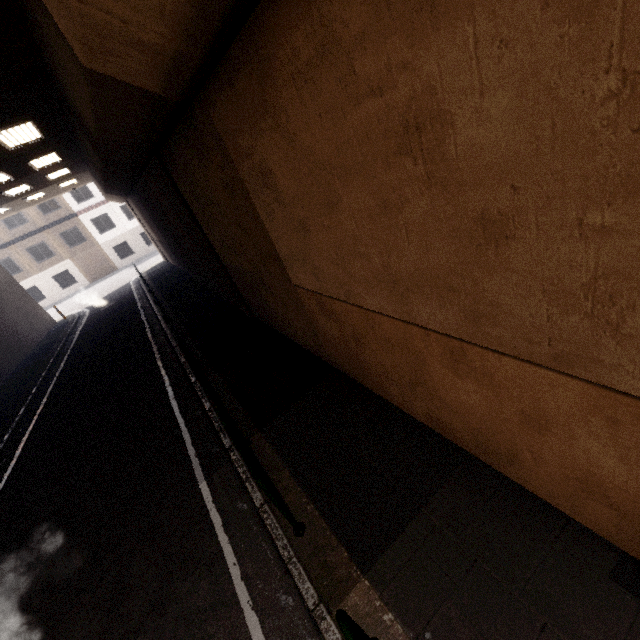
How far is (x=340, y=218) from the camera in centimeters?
336cm

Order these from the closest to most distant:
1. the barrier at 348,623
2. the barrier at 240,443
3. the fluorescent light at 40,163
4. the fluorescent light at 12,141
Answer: the barrier at 348,623, the barrier at 240,443, the fluorescent light at 12,141, the fluorescent light at 40,163

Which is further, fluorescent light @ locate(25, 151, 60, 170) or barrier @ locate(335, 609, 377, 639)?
fluorescent light @ locate(25, 151, 60, 170)

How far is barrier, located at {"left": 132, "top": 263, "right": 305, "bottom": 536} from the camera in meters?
3.8

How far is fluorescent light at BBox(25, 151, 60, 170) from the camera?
11.6m

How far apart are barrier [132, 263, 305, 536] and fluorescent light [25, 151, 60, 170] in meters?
10.6 m

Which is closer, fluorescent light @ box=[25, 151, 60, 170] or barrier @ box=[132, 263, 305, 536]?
barrier @ box=[132, 263, 305, 536]

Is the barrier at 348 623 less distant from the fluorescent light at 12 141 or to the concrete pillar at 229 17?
the concrete pillar at 229 17
